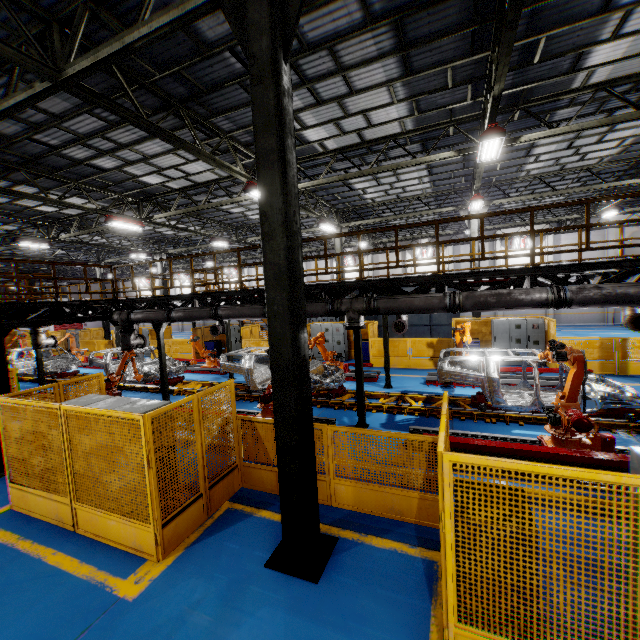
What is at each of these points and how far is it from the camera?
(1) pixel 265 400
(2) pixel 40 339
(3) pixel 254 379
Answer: (1) robot arm, 8.8m
(2) vent pipe, 14.4m
(3) chassis, 11.9m

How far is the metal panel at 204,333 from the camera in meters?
21.7 m

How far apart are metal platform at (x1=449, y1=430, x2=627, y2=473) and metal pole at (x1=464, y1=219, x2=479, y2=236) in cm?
1060

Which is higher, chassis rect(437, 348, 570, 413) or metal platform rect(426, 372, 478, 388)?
chassis rect(437, 348, 570, 413)

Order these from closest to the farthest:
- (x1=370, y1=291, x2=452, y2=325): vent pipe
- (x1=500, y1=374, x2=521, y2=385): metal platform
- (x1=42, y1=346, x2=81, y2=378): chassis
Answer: (x1=370, y1=291, x2=452, y2=325): vent pipe, (x1=500, y1=374, x2=521, y2=385): metal platform, (x1=42, y1=346, x2=81, y2=378): chassis

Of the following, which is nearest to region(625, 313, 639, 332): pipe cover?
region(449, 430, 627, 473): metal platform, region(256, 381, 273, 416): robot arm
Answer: region(449, 430, 627, 473): metal platform

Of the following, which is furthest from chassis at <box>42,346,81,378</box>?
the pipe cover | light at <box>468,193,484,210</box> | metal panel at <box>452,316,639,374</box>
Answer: light at <box>468,193,484,210</box>

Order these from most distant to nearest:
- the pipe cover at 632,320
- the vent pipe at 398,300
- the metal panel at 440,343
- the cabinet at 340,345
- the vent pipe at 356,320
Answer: the cabinet at 340,345 < the metal panel at 440,343 < the pipe cover at 632,320 < the vent pipe at 356,320 < the vent pipe at 398,300
